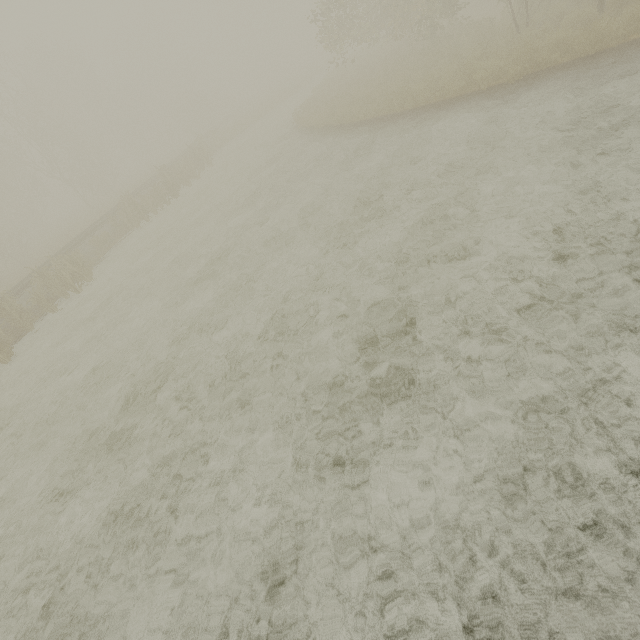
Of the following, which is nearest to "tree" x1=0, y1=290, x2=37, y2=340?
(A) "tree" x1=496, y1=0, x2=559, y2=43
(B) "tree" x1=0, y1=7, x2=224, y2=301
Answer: (A) "tree" x1=496, y1=0, x2=559, y2=43

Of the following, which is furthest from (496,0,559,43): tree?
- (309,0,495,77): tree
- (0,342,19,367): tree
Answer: (0,342,19,367): tree

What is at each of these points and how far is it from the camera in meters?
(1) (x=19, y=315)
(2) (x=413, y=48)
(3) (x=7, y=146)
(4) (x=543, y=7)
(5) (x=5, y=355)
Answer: (1) tree, 12.7
(2) tree, 19.7
(3) tree, 36.6
(4) tree, 14.2
(5) tree, 11.4

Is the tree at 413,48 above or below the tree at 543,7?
above

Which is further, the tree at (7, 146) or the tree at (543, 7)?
the tree at (7, 146)

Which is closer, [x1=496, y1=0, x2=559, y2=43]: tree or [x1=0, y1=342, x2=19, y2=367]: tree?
[x1=0, y1=342, x2=19, y2=367]: tree

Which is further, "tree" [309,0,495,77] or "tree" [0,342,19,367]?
"tree" [309,0,495,77]

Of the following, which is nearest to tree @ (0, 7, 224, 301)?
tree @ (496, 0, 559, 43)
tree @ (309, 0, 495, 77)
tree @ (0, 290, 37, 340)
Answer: tree @ (309, 0, 495, 77)
